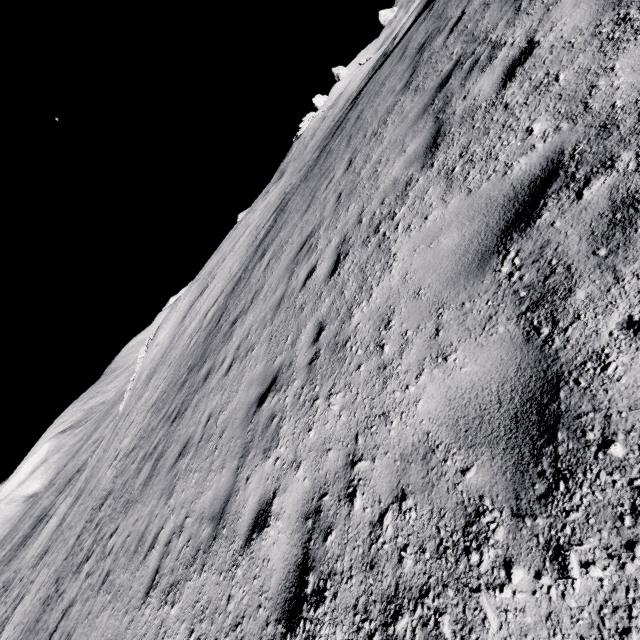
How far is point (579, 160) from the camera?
2.3 meters
